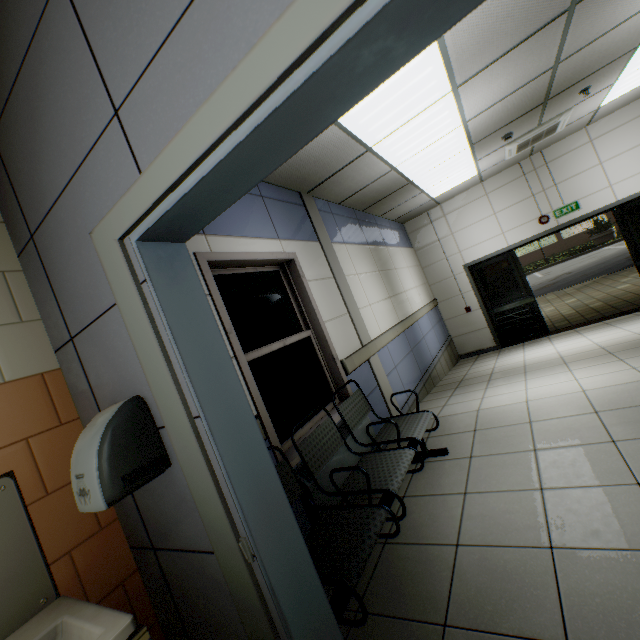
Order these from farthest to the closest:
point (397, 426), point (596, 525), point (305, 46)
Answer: point (397, 426) < point (596, 525) < point (305, 46)

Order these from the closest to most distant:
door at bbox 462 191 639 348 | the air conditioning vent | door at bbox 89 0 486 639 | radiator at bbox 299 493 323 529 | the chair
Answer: door at bbox 89 0 486 639, the chair, radiator at bbox 299 493 323 529, the air conditioning vent, door at bbox 462 191 639 348

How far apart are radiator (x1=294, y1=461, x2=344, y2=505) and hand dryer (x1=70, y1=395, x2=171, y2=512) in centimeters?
145cm

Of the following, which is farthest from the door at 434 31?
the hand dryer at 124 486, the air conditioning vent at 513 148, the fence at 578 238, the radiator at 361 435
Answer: the fence at 578 238

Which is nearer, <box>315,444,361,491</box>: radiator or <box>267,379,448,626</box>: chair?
<box>267,379,448,626</box>: chair

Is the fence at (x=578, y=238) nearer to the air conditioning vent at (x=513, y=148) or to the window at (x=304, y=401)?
the air conditioning vent at (x=513, y=148)

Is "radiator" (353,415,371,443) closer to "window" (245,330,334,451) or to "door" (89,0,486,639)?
"window" (245,330,334,451)
